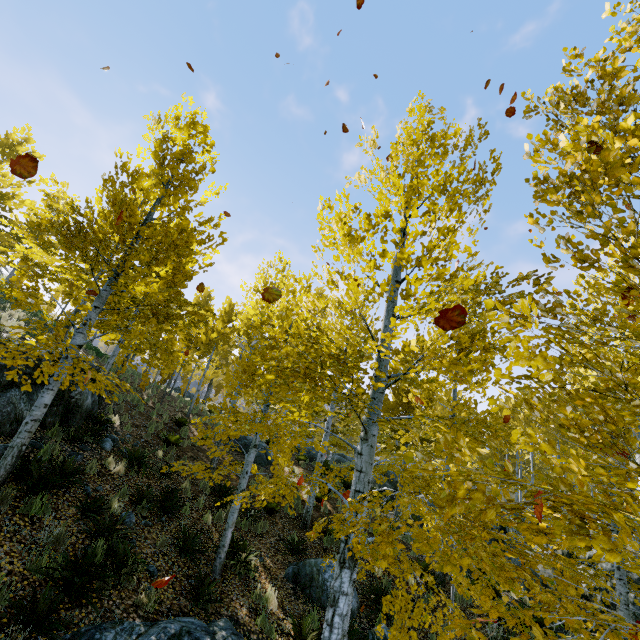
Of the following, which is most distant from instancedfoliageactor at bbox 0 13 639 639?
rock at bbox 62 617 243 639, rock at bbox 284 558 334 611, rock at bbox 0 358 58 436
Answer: rock at bbox 284 558 334 611

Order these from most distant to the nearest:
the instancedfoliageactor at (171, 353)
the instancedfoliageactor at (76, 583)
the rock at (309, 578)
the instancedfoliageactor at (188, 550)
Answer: the rock at (309, 578), the instancedfoliageactor at (188, 550), the instancedfoliageactor at (76, 583), the instancedfoliageactor at (171, 353)

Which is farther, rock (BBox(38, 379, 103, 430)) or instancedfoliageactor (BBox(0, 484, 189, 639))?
rock (BBox(38, 379, 103, 430))

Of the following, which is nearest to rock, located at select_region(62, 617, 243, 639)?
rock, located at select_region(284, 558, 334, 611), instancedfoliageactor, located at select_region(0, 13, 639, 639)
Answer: instancedfoliageactor, located at select_region(0, 13, 639, 639)

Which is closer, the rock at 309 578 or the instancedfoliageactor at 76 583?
the instancedfoliageactor at 76 583

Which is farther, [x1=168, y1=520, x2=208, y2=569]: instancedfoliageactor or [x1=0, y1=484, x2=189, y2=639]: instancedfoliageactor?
[x1=168, y1=520, x2=208, y2=569]: instancedfoliageactor

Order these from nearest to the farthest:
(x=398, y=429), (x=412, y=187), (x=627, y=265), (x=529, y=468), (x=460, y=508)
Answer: (x=460, y=508) < (x=627, y=265) < (x=412, y=187) < (x=398, y=429) < (x=529, y=468)

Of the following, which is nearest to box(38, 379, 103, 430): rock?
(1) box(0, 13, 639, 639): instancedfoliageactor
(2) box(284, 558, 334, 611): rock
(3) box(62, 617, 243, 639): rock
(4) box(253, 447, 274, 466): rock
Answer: (1) box(0, 13, 639, 639): instancedfoliageactor
